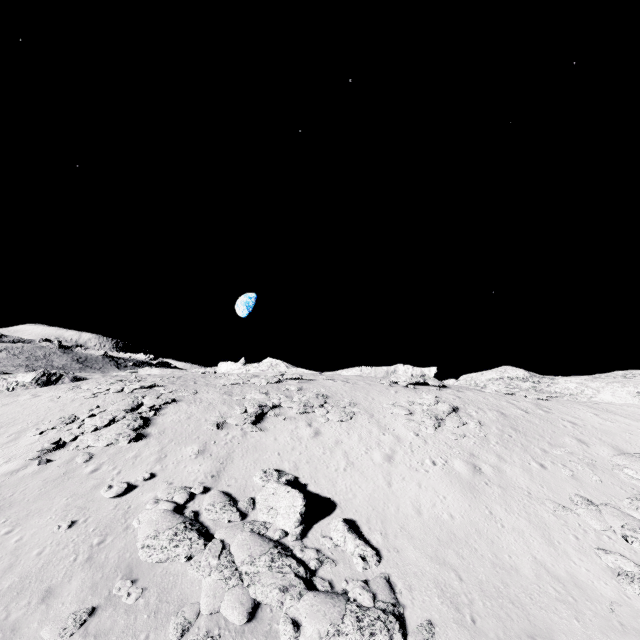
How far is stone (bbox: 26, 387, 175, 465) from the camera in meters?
17.2 m

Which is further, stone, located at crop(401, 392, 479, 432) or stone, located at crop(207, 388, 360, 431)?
stone, located at crop(401, 392, 479, 432)

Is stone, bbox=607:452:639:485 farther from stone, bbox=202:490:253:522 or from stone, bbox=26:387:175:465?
stone, bbox=26:387:175:465

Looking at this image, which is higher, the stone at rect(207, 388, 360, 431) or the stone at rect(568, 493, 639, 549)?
the stone at rect(207, 388, 360, 431)

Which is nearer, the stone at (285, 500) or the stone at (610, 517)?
the stone at (285, 500)

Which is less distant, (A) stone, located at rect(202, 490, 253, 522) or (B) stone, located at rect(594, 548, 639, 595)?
(B) stone, located at rect(594, 548, 639, 595)

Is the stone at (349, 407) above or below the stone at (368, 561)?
above

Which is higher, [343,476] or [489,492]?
[489,492]
